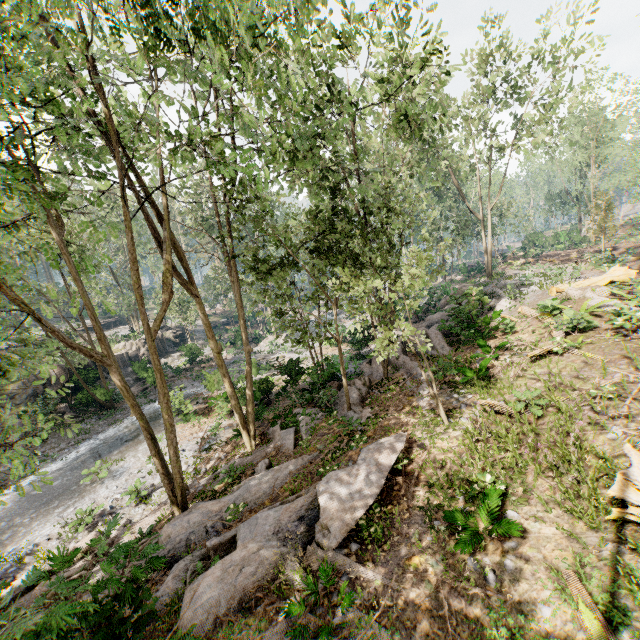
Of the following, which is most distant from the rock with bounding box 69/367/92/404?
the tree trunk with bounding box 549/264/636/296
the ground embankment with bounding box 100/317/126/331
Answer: the tree trunk with bounding box 549/264/636/296

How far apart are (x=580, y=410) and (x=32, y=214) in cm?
1682

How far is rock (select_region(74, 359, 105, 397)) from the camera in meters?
25.0

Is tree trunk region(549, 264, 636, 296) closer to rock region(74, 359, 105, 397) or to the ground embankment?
rock region(74, 359, 105, 397)

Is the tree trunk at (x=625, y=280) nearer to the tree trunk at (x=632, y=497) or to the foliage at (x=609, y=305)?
the foliage at (x=609, y=305)

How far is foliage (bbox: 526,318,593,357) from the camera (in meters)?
11.03

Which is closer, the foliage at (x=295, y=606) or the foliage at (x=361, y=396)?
the foliage at (x=295, y=606)

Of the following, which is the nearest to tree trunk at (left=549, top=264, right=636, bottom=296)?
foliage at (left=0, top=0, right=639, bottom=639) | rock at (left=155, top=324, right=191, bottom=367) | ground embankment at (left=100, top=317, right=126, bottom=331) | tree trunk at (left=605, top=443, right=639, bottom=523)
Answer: foliage at (left=0, top=0, right=639, bottom=639)
